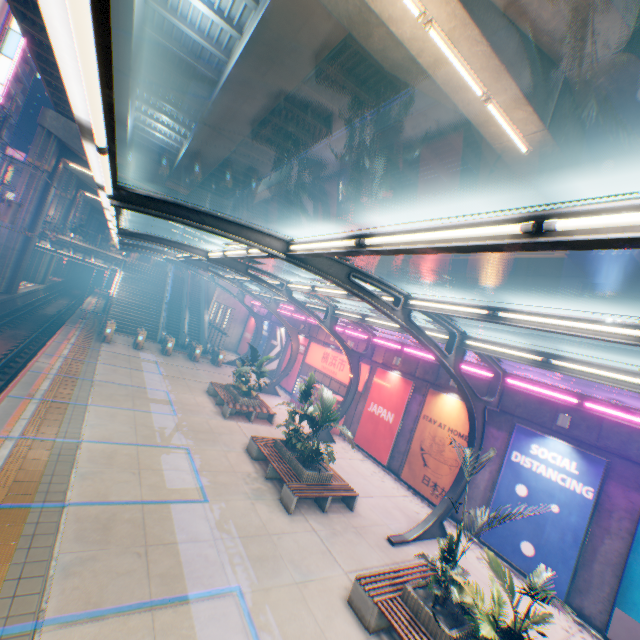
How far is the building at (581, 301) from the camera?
29.2m

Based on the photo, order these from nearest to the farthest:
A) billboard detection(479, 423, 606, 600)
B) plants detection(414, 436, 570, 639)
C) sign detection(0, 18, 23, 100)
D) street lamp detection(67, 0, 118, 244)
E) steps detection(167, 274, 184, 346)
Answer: street lamp detection(67, 0, 118, 244) → plants detection(414, 436, 570, 639) → billboard detection(479, 423, 606, 600) → steps detection(167, 274, 184, 346) → sign detection(0, 18, 23, 100)

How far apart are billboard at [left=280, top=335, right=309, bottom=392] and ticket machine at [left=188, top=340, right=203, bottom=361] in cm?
637

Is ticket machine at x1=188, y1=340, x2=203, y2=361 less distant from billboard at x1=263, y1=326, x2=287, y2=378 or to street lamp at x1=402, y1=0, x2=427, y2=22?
billboard at x1=263, y1=326, x2=287, y2=378

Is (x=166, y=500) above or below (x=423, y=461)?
below

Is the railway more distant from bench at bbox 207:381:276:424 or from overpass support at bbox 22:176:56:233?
bench at bbox 207:381:276:424

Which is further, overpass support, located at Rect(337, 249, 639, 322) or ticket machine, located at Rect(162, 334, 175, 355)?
ticket machine, located at Rect(162, 334, 175, 355)

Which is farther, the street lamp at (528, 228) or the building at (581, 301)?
the building at (581, 301)
